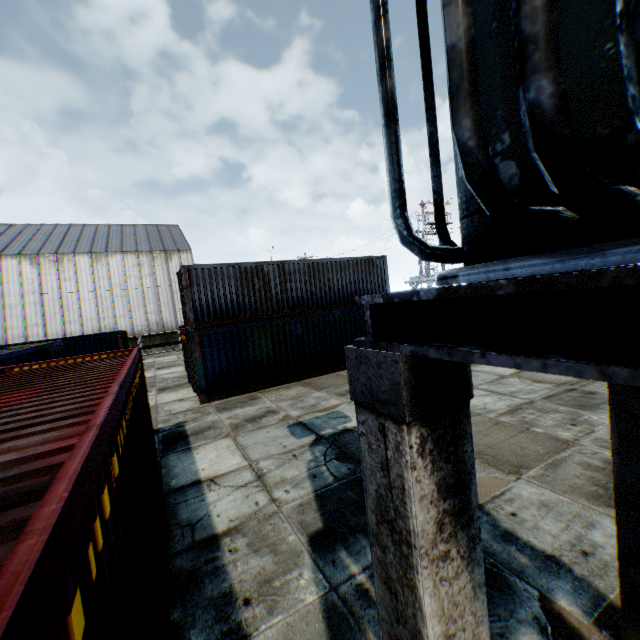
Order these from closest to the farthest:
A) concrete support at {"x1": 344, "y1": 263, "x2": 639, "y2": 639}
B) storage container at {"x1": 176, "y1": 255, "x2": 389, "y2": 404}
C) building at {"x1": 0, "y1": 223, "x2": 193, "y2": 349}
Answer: concrete support at {"x1": 344, "y1": 263, "x2": 639, "y2": 639}
storage container at {"x1": 176, "y1": 255, "x2": 389, "y2": 404}
building at {"x1": 0, "y1": 223, "x2": 193, "y2": 349}

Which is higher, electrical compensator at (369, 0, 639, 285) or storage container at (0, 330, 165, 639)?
electrical compensator at (369, 0, 639, 285)

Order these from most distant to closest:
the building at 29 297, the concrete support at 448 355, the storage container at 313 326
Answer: the building at 29 297 < the storage container at 313 326 < the concrete support at 448 355

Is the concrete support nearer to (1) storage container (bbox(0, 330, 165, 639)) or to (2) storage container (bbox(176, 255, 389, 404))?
(1) storage container (bbox(0, 330, 165, 639))

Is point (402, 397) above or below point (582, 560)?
above

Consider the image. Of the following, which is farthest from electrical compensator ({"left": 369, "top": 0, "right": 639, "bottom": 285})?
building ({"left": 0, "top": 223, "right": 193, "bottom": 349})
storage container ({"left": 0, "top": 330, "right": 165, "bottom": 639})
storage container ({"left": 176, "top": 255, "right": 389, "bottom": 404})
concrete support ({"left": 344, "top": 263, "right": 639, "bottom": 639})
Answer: building ({"left": 0, "top": 223, "right": 193, "bottom": 349})

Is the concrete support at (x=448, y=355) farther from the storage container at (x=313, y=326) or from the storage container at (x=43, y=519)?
the storage container at (x=313, y=326)

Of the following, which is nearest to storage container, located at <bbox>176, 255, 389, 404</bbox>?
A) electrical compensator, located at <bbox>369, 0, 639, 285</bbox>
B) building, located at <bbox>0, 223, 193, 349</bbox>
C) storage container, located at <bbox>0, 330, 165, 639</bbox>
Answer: storage container, located at <bbox>0, 330, 165, 639</bbox>
